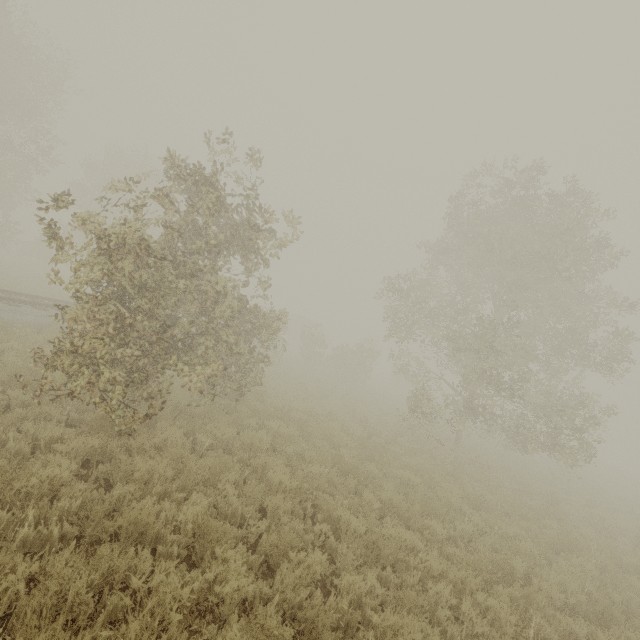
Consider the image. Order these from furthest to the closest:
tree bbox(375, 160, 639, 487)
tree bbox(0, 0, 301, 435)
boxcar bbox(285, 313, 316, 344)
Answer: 1. boxcar bbox(285, 313, 316, 344)
2. tree bbox(375, 160, 639, 487)
3. tree bbox(0, 0, 301, 435)

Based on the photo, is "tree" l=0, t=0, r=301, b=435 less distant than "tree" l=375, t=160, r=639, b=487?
Yes

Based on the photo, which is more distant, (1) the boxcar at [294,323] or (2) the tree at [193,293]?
(1) the boxcar at [294,323]

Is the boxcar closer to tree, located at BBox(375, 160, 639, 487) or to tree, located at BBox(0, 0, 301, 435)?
tree, located at BBox(375, 160, 639, 487)

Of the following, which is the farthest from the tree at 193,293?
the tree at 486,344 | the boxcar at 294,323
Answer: the boxcar at 294,323

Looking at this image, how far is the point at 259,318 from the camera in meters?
11.5

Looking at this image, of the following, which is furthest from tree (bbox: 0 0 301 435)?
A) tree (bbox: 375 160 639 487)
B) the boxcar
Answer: the boxcar
